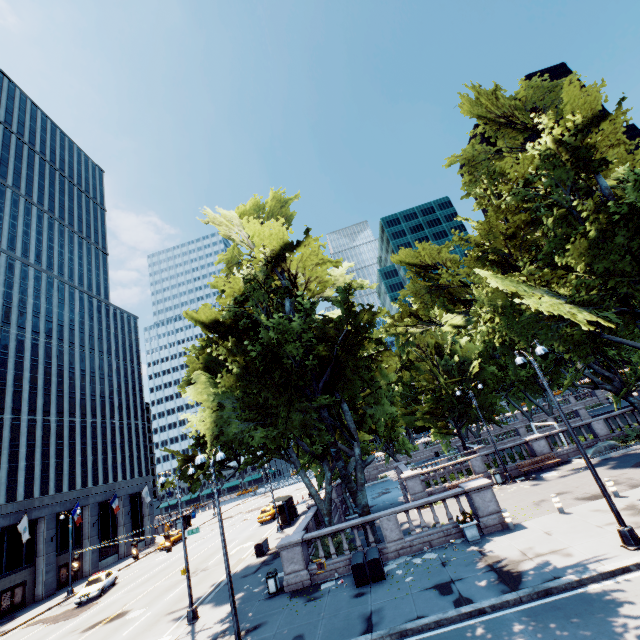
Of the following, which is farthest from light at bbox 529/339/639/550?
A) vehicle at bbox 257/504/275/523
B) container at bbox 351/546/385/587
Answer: vehicle at bbox 257/504/275/523

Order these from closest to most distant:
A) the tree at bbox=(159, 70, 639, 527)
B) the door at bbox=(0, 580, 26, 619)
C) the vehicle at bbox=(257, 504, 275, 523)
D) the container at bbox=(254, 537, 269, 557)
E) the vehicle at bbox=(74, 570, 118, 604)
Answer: the tree at bbox=(159, 70, 639, 527), the container at bbox=(254, 537, 269, 557), the vehicle at bbox=(74, 570, 118, 604), the door at bbox=(0, 580, 26, 619), the vehicle at bbox=(257, 504, 275, 523)

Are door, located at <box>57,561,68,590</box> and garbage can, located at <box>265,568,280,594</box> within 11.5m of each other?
no

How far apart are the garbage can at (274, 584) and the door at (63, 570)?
35.5 meters

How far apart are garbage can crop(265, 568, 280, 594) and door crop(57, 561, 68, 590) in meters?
35.5

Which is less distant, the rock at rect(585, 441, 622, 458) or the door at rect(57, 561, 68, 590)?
the rock at rect(585, 441, 622, 458)

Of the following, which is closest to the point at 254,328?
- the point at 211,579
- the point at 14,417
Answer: the point at 211,579

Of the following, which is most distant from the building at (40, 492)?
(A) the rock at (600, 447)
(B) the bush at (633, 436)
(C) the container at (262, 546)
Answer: (B) the bush at (633, 436)
